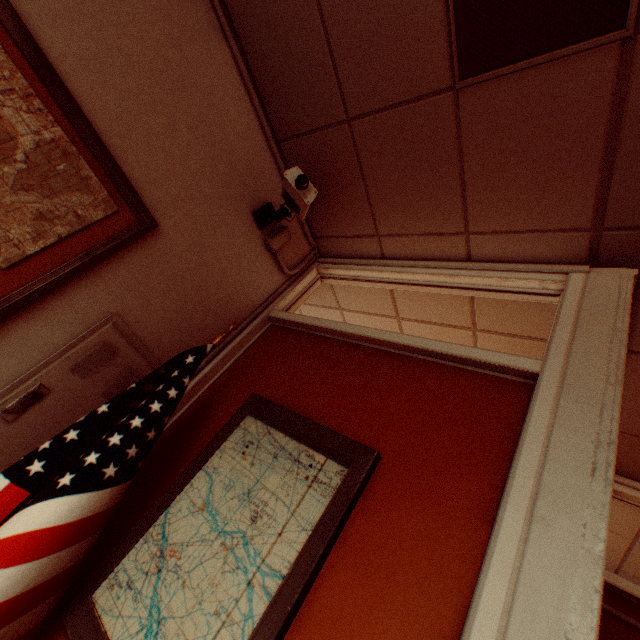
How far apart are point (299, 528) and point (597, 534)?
0.81m

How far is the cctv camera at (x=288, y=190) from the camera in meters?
1.6 m

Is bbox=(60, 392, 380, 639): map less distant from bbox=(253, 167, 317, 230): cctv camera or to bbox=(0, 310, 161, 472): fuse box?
bbox=(0, 310, 161, 472): fuse box

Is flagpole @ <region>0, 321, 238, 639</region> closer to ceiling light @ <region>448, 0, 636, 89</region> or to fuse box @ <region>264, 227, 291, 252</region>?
fuse box @ <region>264, 227, 291, 252</region>

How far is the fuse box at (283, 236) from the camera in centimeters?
209cm

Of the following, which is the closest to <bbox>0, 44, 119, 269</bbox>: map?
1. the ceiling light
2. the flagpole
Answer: the flagpole

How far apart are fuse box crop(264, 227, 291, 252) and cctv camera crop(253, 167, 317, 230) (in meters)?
0.09

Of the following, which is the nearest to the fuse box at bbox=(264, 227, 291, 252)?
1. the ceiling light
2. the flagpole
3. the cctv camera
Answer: the cctv camera
